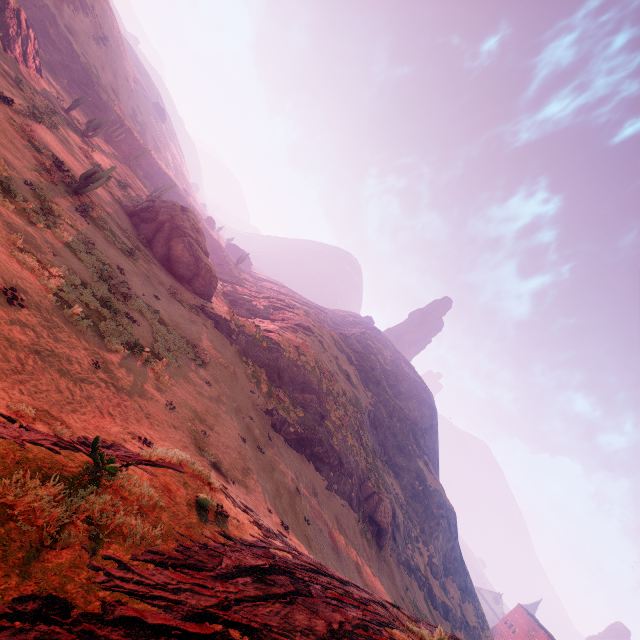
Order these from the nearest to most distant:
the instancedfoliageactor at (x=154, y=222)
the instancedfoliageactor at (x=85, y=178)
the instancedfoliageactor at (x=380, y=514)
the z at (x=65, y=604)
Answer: the z at (x=65, y=604)
the instancedfoliageactor at (x=85, y=178)
the instancedfoliageactor at (x=154, y=222)
the instancedfoliageactor at (x=380, y=514)

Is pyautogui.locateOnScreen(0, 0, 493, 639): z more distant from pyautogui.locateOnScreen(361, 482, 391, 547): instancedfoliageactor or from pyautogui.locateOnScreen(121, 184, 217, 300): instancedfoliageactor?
pyautogui.locateOnScreen(121, 184, 217, 300): instancedfoliageactor

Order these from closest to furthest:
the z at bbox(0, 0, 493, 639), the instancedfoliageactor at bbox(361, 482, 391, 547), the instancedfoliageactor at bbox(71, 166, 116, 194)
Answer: the z at bbox(0, 0, 493, 639), the instancedfoliageactor at bbox(71, 166, 116, 194), the instancedfoliageactor at bbox(361, 482, 391, 547)

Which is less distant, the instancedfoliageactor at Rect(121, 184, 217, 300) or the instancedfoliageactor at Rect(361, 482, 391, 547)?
the instancedfoliageactor at Rect(121, 184, 217, 300)

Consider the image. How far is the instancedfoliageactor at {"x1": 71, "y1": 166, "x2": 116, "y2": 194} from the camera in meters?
20.0 m

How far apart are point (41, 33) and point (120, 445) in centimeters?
6815cm

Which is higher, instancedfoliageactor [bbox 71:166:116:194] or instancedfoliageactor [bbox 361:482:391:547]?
instancedfoliageactor [bbox 361:482:391:547]

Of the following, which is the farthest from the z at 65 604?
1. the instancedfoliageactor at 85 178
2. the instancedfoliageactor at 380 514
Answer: the instancedfoliageactor at 85 178
